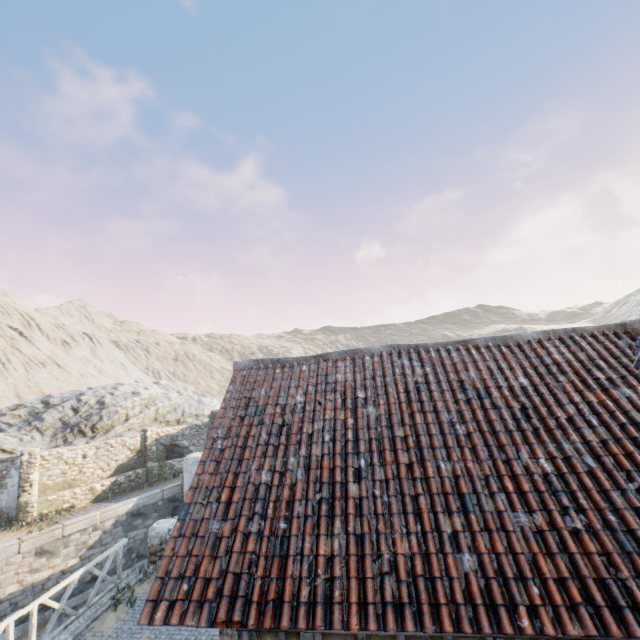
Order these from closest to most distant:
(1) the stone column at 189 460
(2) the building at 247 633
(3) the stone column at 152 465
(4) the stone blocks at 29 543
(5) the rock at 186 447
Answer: (2) the building at 247 633
(1) the stone column at 189 460
(4) the stone blocks at 29 543
(3) the stone column at 152 465
(5) the rock at 186 447

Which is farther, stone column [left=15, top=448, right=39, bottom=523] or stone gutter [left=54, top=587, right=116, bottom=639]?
stone column [left=15, top=448, right=39, bottom=523]

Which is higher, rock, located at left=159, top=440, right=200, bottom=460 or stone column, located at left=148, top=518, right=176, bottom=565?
rock, located at left=159, top=440, right=200, bottom=460

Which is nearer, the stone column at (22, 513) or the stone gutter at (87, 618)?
the stone gutter at (87, 618)

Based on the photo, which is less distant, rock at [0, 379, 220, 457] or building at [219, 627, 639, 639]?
building at [219, 627, 639, 639]

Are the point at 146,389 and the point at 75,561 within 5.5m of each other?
no

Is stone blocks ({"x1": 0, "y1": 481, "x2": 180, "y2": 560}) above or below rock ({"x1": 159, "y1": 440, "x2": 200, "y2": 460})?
below

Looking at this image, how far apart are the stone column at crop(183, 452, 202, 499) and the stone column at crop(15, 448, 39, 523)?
9.8 meters
